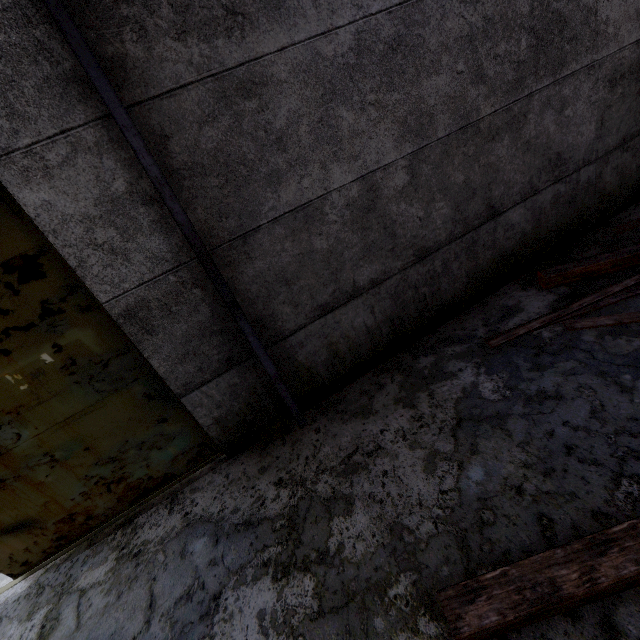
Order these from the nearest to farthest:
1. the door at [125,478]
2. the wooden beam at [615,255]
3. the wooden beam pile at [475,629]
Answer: the wooden beam pile at [475,629] → the door at [125,478] → the wooden beam at [615,255]

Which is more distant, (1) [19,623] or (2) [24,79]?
(1) [19,623]

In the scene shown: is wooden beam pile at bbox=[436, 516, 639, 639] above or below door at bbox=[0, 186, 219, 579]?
below

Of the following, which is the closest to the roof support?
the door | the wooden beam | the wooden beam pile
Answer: the door

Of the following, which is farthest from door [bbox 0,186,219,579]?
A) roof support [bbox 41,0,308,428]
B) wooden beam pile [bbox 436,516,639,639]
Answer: A: wooden beam pile [bbox 436,516,639,639]

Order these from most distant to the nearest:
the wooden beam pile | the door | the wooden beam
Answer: the wooden beam → the door → the wooden beam pile

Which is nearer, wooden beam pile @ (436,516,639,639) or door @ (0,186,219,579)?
wooden beam pile @ (436,516,639,639)

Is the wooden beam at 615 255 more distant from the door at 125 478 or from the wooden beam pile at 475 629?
the door at 125 478
